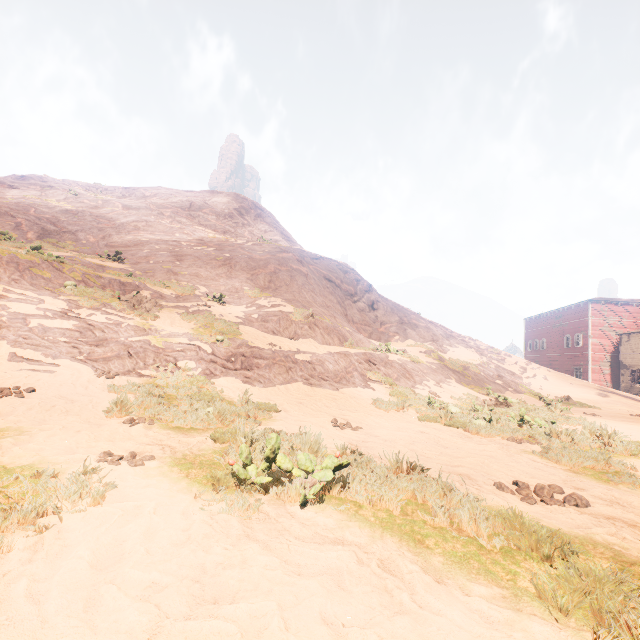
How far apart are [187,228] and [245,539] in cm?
2761

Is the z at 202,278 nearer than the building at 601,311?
Yes

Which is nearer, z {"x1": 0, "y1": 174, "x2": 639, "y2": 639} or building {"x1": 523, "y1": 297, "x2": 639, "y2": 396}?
z {"x1": 0, "y1": 174, "x2": 639, "y2": 639}
